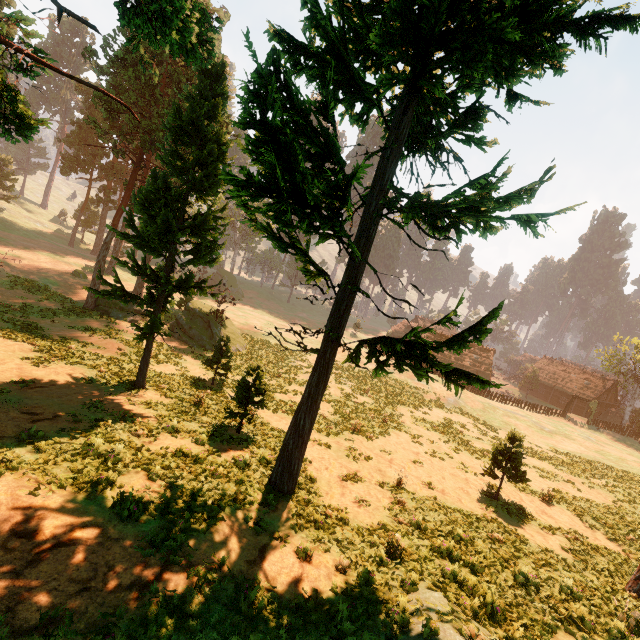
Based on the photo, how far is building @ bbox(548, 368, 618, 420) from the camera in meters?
54.9

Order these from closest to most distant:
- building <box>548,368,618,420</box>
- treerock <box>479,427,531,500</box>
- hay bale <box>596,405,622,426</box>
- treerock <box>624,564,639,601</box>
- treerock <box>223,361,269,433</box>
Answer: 1. treerock <box>624,564,639,601</box>
2. treerock <box>223,361,269,433</box>
3. treerock <box>479,427,531,500</box>
4. hay bale <box>596,405,622,426</box>
5. building <box>548,368,618,420</box>

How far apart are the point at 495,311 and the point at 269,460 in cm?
1026

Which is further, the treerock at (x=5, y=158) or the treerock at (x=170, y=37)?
the treerock at (x=5, y=158)

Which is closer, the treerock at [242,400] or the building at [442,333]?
the treerock at [242,400]

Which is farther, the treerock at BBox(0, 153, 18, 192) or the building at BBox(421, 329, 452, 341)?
the building at BBox(421, 329, 452, 341)

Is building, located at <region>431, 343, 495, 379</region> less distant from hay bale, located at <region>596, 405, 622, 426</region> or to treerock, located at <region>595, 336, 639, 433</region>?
treerock, located at <region>595, 336, 639, 433</region>

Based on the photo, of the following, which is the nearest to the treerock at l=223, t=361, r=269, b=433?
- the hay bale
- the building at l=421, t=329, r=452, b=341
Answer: the building at l=421, t=329, r=452, b=341
